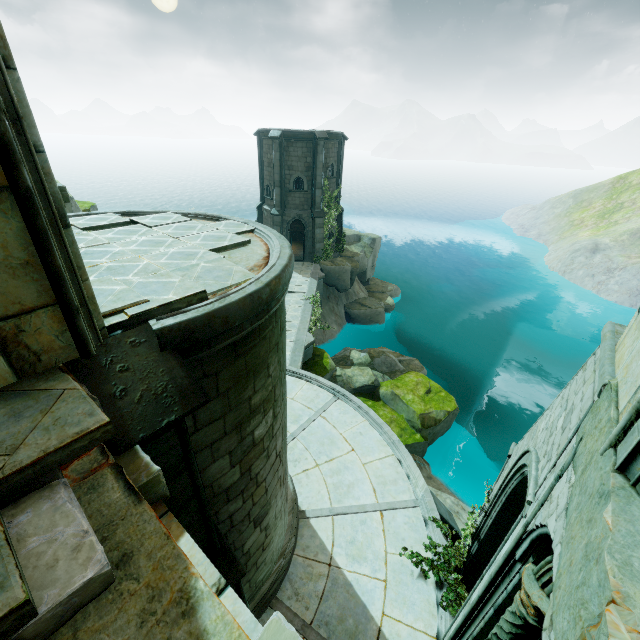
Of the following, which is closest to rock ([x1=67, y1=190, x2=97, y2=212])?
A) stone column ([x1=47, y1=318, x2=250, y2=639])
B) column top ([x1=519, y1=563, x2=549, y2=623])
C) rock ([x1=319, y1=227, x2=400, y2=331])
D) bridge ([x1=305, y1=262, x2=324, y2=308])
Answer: bridge ([x1=305, y1=262, x2=324, y2=308])

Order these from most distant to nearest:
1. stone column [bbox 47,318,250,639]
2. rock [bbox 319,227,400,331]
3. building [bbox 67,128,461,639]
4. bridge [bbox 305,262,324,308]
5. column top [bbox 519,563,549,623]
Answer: rock [bbox 319,227,400,331] → bridge [bbox 305,262,324,308] → building [bbox 67,128,461,639] → column top [bbox 519,563,549,623] → stone column [bbox 47,318,250,639]

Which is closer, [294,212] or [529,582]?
[529,582]

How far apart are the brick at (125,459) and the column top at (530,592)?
4.1 meters

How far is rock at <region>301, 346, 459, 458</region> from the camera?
16.0 meters

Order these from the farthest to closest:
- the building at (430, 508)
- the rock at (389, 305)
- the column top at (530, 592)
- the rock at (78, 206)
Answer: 1. the rock at (389, 305)
2. the rock at (78, 206)
3. the building at (430, 508)
4. the column top at (530, 592)

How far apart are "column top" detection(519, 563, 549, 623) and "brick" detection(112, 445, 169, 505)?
4.12m

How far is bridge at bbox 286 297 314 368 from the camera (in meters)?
15.62
